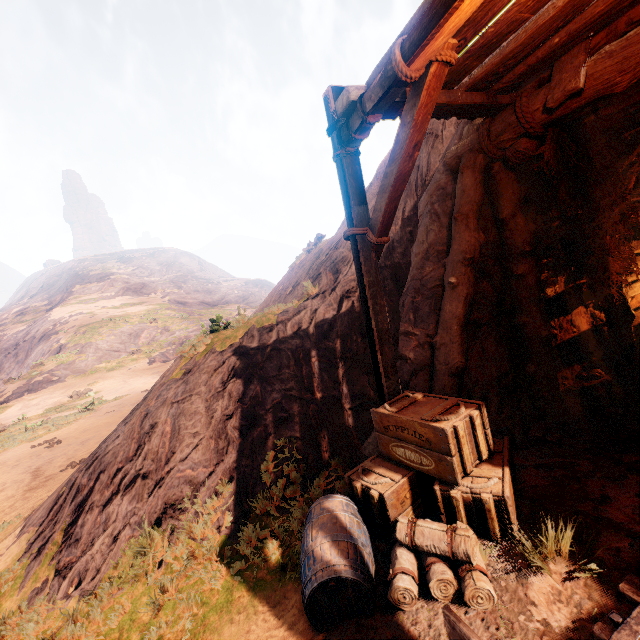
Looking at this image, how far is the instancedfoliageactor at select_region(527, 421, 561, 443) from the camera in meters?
4.2 m

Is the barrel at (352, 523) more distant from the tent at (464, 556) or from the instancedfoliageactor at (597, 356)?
the instancedfoliageactor at (597, 356)

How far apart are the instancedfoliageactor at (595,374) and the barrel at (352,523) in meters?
5.2

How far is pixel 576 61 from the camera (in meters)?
3.30

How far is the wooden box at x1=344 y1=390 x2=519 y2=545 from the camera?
3.02m

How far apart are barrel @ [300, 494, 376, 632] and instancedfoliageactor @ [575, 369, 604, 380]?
5.2 meters

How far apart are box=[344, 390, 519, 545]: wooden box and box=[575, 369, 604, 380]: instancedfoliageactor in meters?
3.5

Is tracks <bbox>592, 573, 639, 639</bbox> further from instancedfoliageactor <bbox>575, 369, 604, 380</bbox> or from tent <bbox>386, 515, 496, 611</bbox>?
instancedfoliageactor <bbox>575, 369, 604, 380</bbox>
